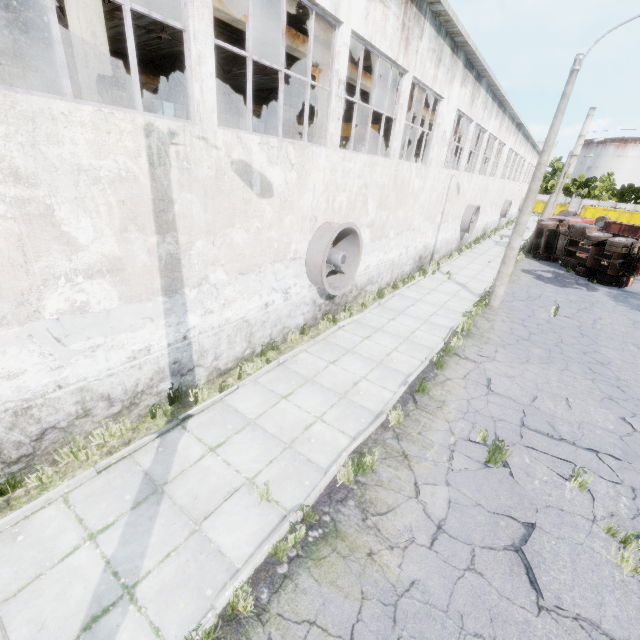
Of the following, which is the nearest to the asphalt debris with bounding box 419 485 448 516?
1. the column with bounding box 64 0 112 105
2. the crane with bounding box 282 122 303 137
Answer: the column with bounding box 64 0 112 105

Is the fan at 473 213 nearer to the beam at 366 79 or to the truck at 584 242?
the truck at 584 242

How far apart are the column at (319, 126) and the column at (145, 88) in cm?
1114

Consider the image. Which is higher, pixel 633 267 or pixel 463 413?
pixel 633 267

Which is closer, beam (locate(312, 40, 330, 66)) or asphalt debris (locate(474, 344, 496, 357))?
asphalt debris (locate(474, 344, 496, 357))

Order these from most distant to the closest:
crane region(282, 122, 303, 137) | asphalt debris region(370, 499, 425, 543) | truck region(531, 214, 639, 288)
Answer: crane region(282, 122, 303, 137)
truck region(531, 214, 639, 288)
asphalt debris region(370, 499, 425, 543)

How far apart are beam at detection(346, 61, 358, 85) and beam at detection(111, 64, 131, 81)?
11.8 meters

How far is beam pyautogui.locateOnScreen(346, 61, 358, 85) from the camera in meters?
12.5
